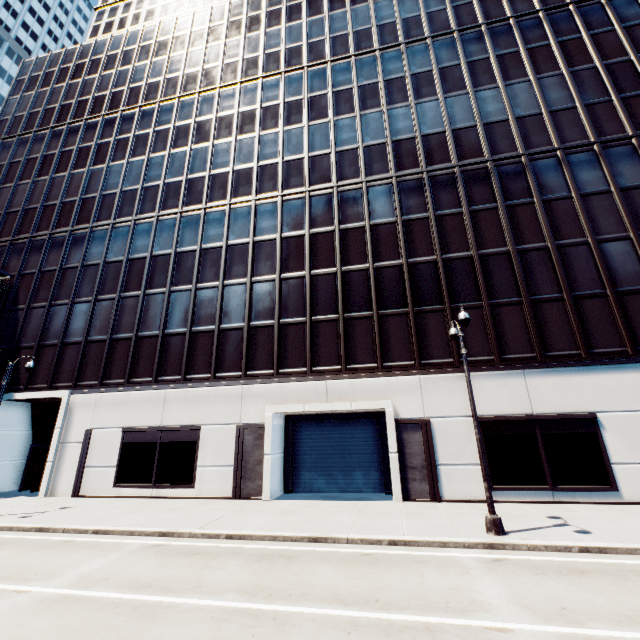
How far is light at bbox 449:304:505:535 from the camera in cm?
1002

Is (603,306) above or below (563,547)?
above

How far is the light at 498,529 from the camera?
10.0 meters

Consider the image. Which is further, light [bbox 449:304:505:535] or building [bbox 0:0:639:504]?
building [bbox 0:0:639:504]

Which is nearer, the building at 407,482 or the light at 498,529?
the light at 498,529
